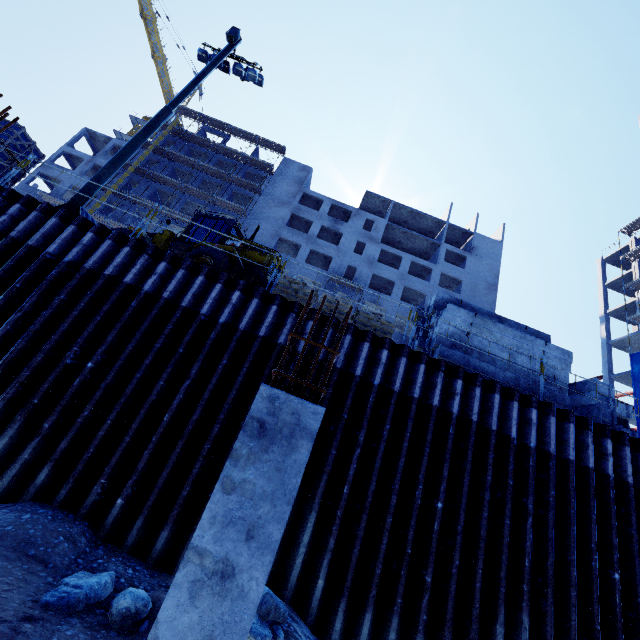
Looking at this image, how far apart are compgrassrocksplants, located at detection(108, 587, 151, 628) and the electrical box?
17.8m

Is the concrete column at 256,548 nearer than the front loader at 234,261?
Yes

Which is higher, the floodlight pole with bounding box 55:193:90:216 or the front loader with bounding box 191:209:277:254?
the front loader with bounding box 191:209:277:254

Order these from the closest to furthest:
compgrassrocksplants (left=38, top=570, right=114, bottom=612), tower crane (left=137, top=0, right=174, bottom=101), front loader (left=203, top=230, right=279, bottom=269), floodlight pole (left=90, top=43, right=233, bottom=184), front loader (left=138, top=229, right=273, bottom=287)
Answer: compgrassrocksplants (left=38, top=570, right=114, bottom=612), floodlight pole (left=90, top=43, right=233, bottom=184), front loader (left=138, top=229, right=273, bottom=287), front loader (left=203, top=230, right=279, bottom=269), tower crane (left=137, top=0, right=174, bottom=101)

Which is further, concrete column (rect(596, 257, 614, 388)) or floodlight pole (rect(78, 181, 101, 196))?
concrete column (rect(596, 257, 614, 388))

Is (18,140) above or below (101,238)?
above

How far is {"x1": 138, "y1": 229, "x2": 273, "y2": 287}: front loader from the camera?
10.7 meters

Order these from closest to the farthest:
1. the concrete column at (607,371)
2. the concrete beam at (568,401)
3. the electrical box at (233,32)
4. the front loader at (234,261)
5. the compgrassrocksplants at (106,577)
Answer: the compgrassrocksplants at (106,577) < the concrete beam at (568,401) < the front loader at (234,261) < the electrical box at (233,32) < the concrete column at (607,371)
